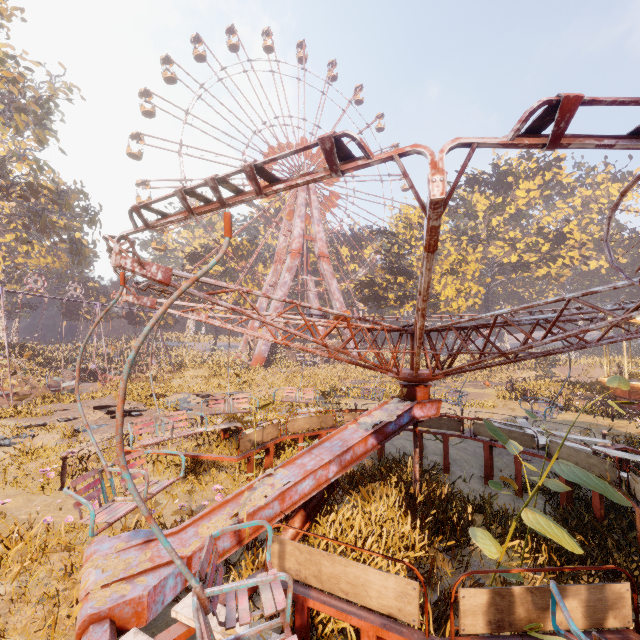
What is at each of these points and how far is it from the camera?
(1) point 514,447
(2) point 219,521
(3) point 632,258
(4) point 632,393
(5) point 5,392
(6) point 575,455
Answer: (1) instancedfoliageactor, 3.4 meters
(2) instancedfoliageactor, 3.9 meters
(3) instancedfoliageactor, 57.8 meters
(4) carousel, 17.1 meters
(5) swing, 18.7 meters
(6) merry-go-round, 6.2 meters

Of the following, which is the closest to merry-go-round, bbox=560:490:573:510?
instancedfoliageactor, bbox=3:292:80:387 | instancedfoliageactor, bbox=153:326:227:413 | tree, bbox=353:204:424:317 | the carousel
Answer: the carousel

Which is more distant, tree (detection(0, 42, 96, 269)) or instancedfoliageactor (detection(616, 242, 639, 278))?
instancedfoliageactor (detection(616, 242, 639, 278))

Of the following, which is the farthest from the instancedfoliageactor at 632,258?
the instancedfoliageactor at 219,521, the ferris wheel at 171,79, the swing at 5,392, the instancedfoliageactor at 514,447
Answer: the swing at 5,392

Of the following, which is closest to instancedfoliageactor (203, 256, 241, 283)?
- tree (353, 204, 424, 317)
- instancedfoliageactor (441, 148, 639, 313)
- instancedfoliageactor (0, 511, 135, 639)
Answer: tree (353, 204, 424, 317)

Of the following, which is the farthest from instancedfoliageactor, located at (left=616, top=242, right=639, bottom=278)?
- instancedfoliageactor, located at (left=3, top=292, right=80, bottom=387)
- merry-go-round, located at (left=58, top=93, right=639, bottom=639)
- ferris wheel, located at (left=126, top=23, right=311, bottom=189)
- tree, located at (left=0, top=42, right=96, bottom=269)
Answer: instancedfoliageactor, located at (left=3, top=292, right=80, bottom=387)

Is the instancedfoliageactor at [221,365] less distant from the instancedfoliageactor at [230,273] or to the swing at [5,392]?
the instancedfoliageactor at [230,273]

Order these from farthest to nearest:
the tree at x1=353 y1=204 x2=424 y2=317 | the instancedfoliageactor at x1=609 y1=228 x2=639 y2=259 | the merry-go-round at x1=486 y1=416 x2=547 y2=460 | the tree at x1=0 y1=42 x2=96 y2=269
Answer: the instancedfoliageactor at x1=609 y1=228 x2=639 y2=259, the tree at x1=353 y1=204 x2=424 y2=317, the tree at x1=0 y1=42 x2=96 y2=269, the merry-go-round at x1=486 y1=416 x2=547 y2=460
